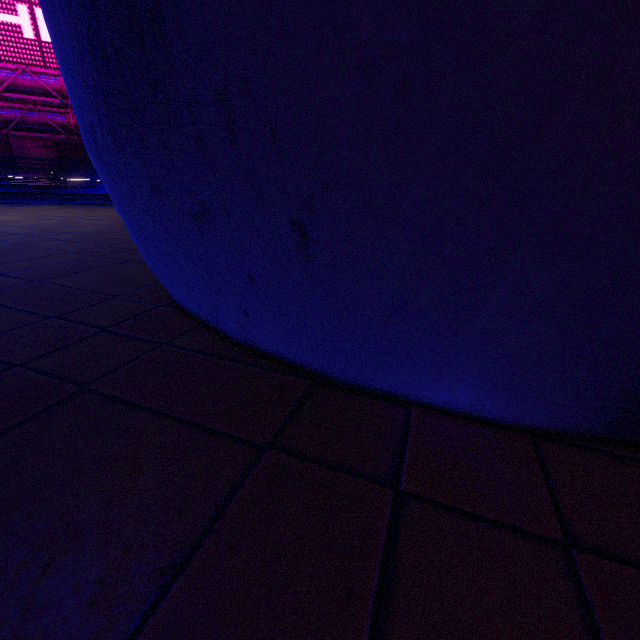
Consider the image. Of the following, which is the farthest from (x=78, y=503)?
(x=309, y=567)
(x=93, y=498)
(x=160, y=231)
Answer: (x=160, y=231)

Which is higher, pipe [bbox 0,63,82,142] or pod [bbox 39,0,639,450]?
pipe [bbox 0,63,82,142]

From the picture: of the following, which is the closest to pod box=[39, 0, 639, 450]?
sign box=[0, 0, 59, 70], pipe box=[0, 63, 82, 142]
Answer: pipe box=[0, 63, 82, 142]

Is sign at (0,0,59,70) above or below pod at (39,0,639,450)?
above

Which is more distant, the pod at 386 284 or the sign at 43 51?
the sign at 43 51

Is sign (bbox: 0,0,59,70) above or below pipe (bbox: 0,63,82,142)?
above

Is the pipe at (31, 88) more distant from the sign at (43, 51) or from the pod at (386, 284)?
the pod at (386, 284)

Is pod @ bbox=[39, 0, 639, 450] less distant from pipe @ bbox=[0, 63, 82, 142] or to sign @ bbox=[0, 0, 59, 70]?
pipe @ bbox=[0, 63, 82, 142]
